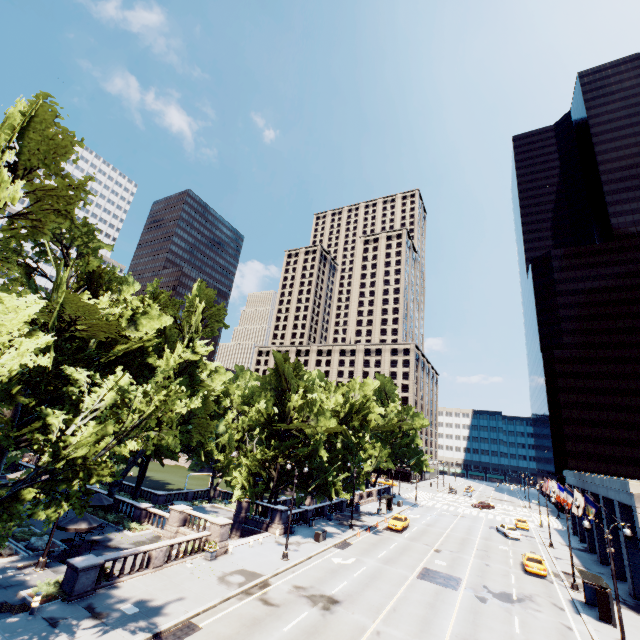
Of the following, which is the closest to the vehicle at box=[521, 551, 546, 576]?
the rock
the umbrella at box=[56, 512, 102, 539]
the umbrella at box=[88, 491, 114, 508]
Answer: the umbrella at box=[56, 512, 102, 539]

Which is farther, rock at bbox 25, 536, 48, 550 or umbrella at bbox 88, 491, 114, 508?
umbrella at bbox 88, 491, 114, 508

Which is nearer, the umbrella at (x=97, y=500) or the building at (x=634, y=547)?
the umbrella at (x=97, y=500)

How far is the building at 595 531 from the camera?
37.9m

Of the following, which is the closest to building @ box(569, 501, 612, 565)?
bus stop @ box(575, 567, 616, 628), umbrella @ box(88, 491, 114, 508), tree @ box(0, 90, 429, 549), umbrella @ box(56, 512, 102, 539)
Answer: bus stop @ box(575, 567, 616, 628)

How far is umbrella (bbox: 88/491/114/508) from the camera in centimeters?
2738cm

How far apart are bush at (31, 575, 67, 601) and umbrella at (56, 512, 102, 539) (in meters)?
2.74

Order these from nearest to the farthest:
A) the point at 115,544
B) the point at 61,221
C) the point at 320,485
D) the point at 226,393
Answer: the point at 61,221 → the point at 115,544 → the point at 320,485 → the point at 226,393
